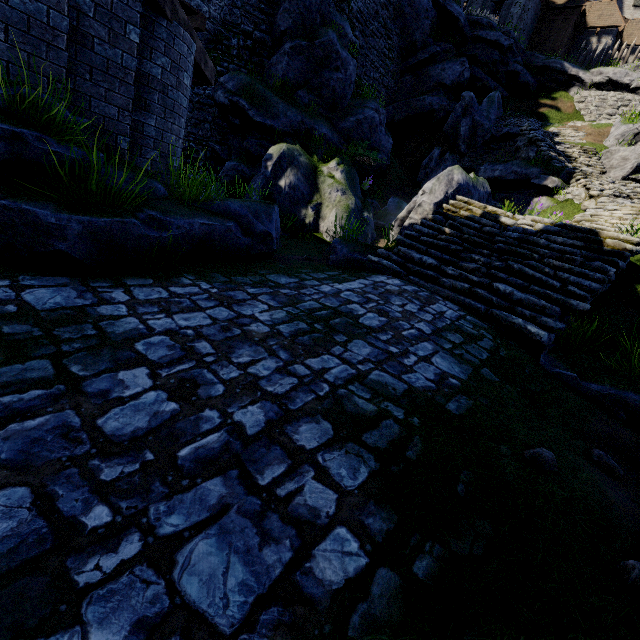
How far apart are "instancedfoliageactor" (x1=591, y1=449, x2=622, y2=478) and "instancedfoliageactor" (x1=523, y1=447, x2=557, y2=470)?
1.1 meters

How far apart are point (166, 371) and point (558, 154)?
20.07m

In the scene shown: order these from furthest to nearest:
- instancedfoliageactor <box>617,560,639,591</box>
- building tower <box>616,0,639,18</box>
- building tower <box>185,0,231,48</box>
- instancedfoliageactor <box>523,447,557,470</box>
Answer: building tower <box>616,0,639,18</box> < building tower <box>185,0,231,48</box> < instancedfoliageactor <box>523,447,557,470</box> < instancedfoliageactor <box>617,560,639,591</box>

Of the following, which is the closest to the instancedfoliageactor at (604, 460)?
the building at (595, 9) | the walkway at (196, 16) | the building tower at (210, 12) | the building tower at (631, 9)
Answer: the walkway at (196, 16)

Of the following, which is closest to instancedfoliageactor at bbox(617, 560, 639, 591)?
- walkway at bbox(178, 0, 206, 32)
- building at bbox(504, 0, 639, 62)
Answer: walkway at bbox(178, 0, 206, 32)

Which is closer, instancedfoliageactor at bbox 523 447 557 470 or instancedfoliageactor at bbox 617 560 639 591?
instancedfoliageactor at bbox 617 560 639 591

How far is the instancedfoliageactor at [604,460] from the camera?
2.9 meters

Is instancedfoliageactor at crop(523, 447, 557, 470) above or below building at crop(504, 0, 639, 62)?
below
